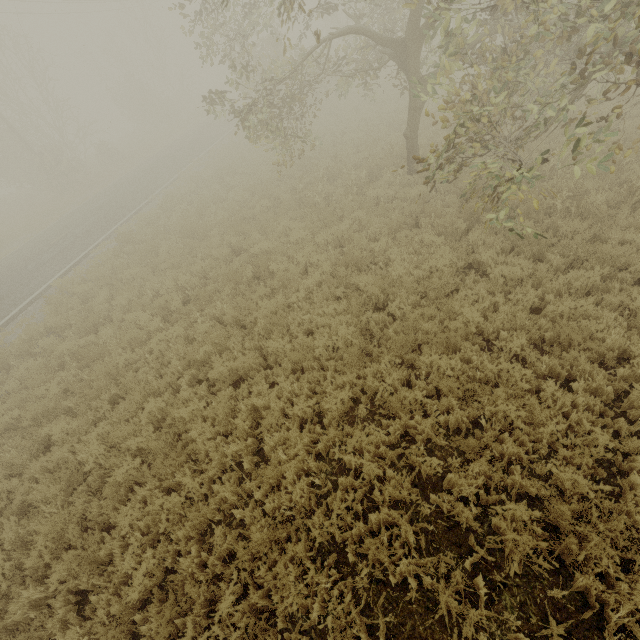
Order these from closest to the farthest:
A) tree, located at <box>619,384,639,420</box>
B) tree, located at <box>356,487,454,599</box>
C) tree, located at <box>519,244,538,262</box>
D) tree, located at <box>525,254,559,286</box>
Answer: tree, located at <box>356,487,454,599</box> → tree, located at <box>619,384,639,420</box> → tree, located at <box>525,254,559,286</box> → tree, located at <box>519,244,538,262</box>

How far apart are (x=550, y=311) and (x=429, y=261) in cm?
259

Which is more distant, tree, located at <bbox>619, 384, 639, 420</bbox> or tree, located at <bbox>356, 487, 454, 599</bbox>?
tree, located at <bbox>619, 384, 639, 420</bbox>

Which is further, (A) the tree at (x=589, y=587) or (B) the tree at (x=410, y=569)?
(B) the tree at (x=410, y=569)

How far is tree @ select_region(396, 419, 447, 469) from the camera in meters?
4.7

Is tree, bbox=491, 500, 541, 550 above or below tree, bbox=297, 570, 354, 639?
above
